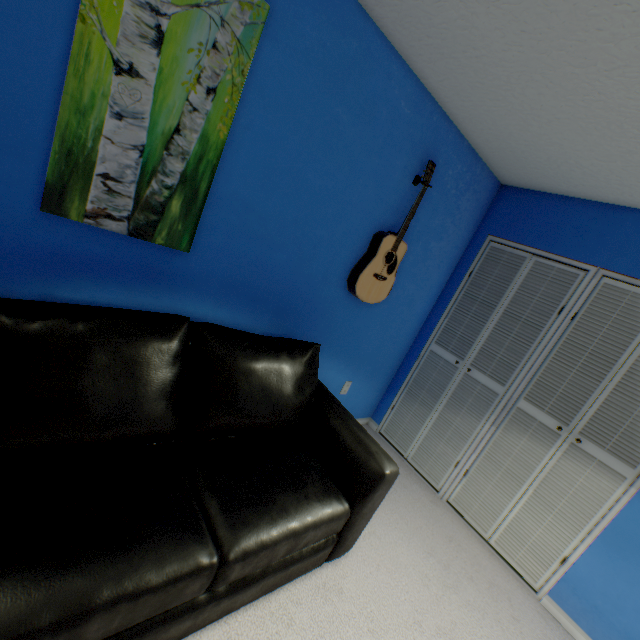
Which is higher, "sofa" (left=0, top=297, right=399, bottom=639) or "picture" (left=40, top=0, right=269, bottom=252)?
"picture" (left=40, top=0, right=269, bottom=252)

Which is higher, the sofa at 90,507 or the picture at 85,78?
the picture at 85,78

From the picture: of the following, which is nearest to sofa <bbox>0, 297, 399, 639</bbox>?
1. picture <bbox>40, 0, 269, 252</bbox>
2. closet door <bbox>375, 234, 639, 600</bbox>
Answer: picture <bbox>40, 0, 269, 252</bbox>

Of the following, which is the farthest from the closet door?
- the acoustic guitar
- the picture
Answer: the picture

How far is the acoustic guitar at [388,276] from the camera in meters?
2.0 m

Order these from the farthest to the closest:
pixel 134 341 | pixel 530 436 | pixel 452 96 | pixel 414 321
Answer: pixel 414 321, pixel 530 436, pixel 452 96, pixel 134 341

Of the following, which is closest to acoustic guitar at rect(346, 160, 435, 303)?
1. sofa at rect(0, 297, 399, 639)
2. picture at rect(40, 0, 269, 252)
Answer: sofa at rect(0, 297, 399, 639)

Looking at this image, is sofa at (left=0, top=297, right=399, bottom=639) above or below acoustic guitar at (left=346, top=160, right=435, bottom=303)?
below
